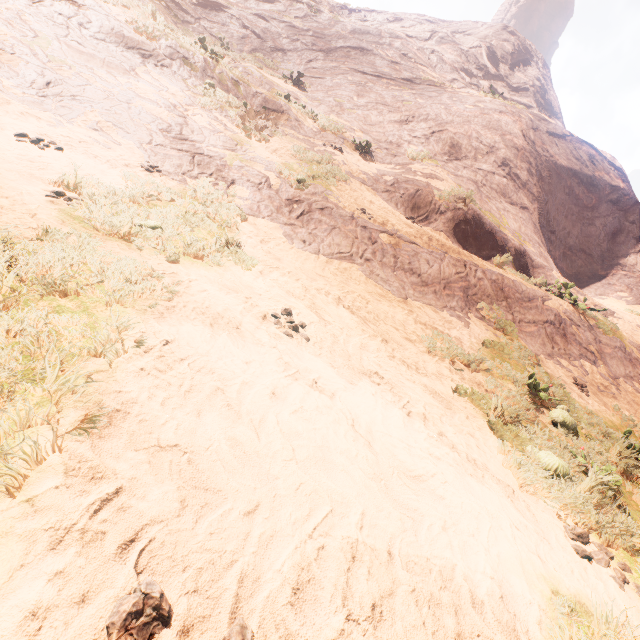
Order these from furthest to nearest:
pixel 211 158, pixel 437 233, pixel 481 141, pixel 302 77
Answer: pixel 302 77
pixel 481 141
pixel 437 233
pixel 211 158
